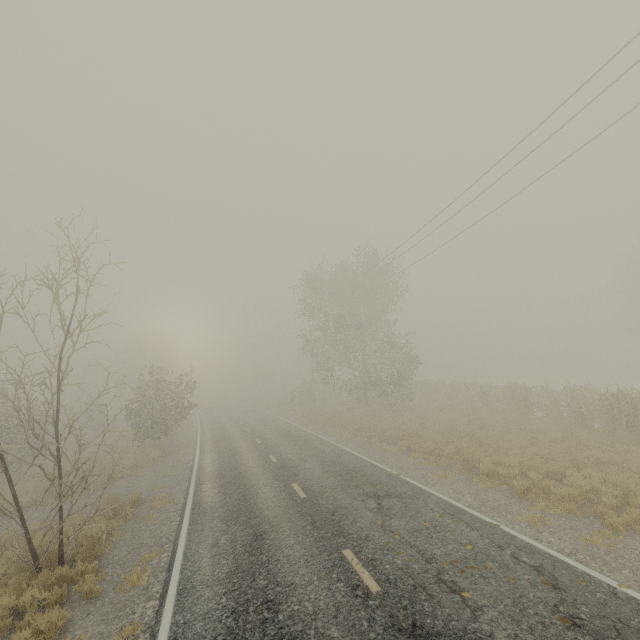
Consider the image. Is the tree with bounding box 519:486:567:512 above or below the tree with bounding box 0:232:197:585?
below

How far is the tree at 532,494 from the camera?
8.2 meters

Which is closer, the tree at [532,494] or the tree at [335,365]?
the tree at [532,494]

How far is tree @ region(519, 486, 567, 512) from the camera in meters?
8.2 m

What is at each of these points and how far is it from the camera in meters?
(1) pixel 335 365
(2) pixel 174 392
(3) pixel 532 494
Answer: (1) tree, 29.5 m
(2) tree, 23.4 m
(3) tree, 9.0 m

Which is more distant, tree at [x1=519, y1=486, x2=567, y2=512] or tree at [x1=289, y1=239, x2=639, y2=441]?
tree at [x1=289, y1=239, x2=639, y2=441]
